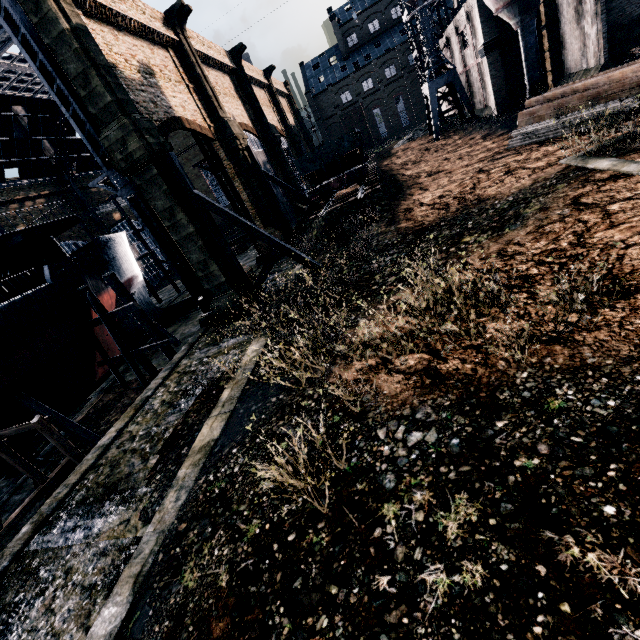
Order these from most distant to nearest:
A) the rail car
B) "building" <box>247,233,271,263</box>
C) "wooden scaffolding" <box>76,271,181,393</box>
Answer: "building" <box>247,233,271,263</box>
the rail car
"wooden scaffolding" <box>76,271,181,393</box>

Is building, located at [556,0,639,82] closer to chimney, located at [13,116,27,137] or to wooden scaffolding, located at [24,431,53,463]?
chimney, located at [13,116,27,137]

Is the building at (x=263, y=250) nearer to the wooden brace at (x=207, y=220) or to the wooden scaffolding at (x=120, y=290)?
the wooden brace at (x=207, y=220)

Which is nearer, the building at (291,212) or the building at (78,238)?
the building at (291,212)

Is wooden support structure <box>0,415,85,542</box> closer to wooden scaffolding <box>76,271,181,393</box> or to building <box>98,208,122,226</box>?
wooden scaffolding <box>76,271,181,393</box>

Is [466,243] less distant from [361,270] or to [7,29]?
[361,270]

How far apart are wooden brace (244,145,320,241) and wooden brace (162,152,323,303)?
11.7m

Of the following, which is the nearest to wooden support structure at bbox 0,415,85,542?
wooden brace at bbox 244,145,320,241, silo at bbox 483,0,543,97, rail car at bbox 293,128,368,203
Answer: rail car at bbox 293,128,368,203
